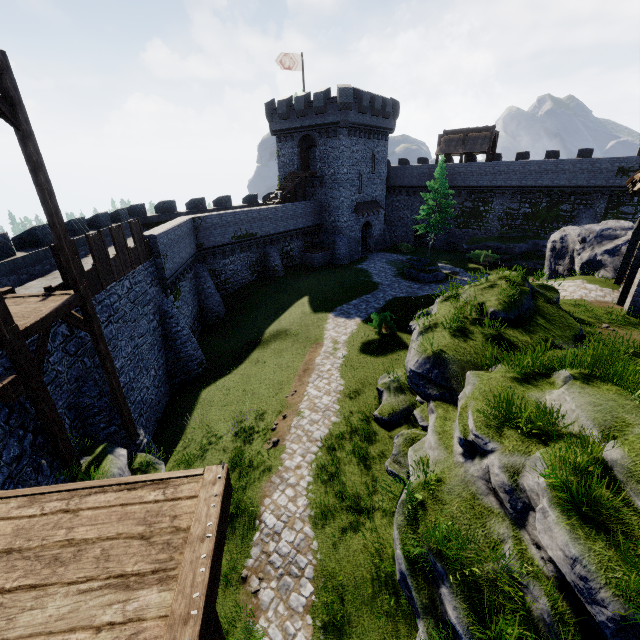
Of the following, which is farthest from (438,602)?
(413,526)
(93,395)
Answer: (93,395)

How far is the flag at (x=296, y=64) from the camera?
32.19m

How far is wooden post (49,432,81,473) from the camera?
8.5m

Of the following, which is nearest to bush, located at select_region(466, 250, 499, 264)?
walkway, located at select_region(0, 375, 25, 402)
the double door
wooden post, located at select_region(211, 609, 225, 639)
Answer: the double door

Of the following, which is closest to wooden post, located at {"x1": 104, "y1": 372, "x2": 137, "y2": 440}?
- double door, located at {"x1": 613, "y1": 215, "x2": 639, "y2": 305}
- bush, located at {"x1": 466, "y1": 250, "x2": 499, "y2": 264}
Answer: double door, located at {"x1": 613, "y1": 215, "x2": 639, "y2": 305}

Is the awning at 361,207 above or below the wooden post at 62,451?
above

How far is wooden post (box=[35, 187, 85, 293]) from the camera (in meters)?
8.74

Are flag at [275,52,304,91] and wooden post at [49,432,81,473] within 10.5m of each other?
no
